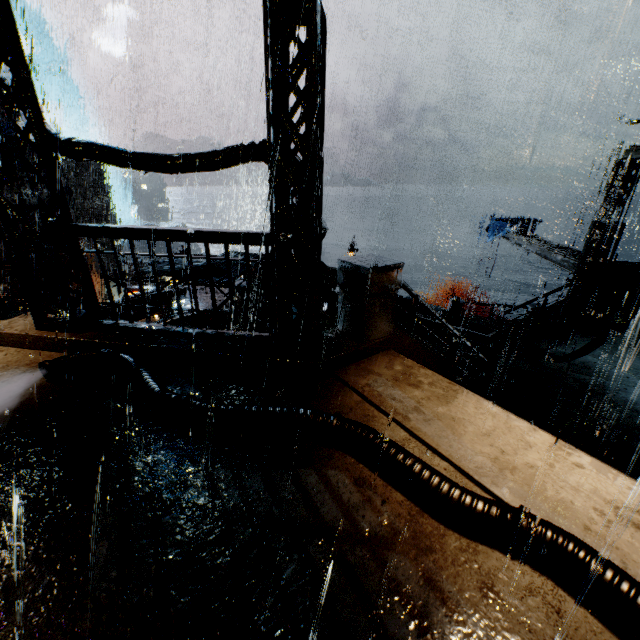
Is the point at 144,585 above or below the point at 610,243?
below

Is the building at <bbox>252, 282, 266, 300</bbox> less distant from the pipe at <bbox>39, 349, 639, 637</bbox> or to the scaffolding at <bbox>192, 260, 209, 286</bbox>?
the pipe at <bbox>39, 349, 639, 637</bbox>

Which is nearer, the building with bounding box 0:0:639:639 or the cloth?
the building with bounding box 0:0:639:639

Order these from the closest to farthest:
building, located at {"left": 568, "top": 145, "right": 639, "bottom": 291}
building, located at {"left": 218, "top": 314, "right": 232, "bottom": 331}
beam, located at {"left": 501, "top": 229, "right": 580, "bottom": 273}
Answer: building, located at {"left": 218, "top": 314, "right": 232, "bottom": 331}
building, located at {"left": 568, "top": 145, "right": 639, "bottom": 291}
beam, located at {"left": 501, "top": 229, "right": 580, "bottom": 273}

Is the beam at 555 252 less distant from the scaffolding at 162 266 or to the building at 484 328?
→ the building at 484 328

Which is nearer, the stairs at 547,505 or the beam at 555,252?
the stairs at 547,505

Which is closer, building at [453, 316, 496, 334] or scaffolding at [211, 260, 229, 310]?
scaffolding at [211, 260, 229, 310]
